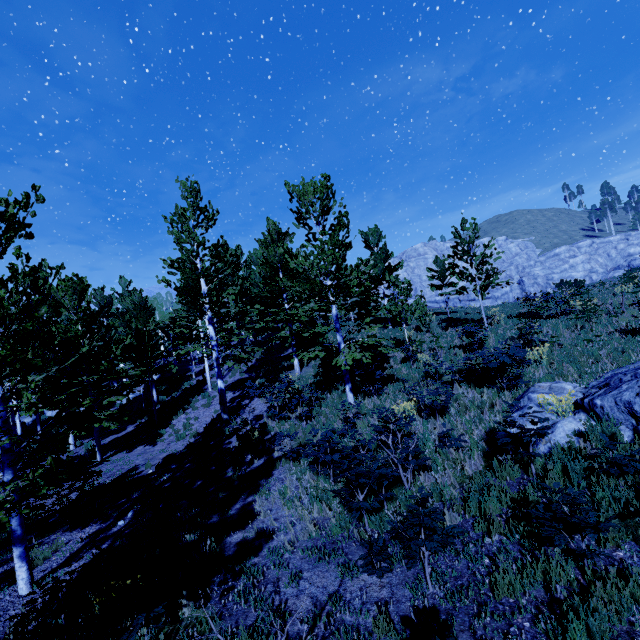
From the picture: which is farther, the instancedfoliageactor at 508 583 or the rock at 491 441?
the rock at 491 441

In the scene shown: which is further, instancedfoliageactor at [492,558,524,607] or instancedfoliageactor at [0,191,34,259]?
instancedfoliageactor at [0,191,34,259]

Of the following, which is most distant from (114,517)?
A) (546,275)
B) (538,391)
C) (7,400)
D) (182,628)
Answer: (546,275)

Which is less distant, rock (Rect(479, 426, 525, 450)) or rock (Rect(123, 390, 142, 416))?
rock (Rect(479, 426, 525, 450))

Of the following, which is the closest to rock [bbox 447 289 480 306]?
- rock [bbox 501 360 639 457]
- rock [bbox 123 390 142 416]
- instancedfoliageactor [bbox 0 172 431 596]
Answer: instancedfoliageactor [bbox 0 172 431 596]

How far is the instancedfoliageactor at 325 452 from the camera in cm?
562

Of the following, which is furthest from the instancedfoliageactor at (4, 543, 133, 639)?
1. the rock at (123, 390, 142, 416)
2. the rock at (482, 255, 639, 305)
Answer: the rock at (482, 255, 639, 305)
